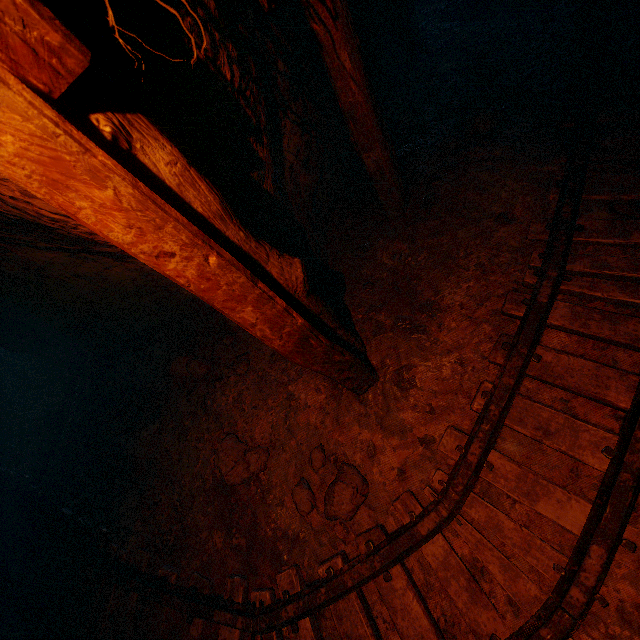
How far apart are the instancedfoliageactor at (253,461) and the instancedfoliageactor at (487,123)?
3.7m

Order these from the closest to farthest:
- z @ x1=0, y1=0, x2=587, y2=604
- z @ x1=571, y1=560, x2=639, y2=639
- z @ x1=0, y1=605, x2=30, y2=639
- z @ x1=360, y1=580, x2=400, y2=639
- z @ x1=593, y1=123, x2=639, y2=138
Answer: z @ x1=0, y1=0, x2=587, y2=604 → z @ x1=571, y1=560, x2=639, y2=639 → z @ x1=360, y1=580, x2=400, y2=639 → z @ x1=593, y1=123, x2=639, y2=138 → z @ x1=0, y1=605, x2=30, y2=639

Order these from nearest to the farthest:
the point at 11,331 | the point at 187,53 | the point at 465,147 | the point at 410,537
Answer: the point at 187,53 → the point at 410,537 → the point at 465,147 → the point at 11,331

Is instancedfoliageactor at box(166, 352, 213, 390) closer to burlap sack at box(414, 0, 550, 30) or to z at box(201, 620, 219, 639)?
z at box(201, 620, 219, 639)

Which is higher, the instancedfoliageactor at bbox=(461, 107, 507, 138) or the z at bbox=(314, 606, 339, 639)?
the instancedfoliageactor at bbox=(461, 107, 507, 138)

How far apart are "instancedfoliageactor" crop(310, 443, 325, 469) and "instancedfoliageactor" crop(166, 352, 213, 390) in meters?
1.6

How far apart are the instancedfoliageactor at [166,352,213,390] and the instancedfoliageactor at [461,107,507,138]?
3.7 meters

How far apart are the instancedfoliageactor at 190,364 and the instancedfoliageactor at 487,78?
4.5m
